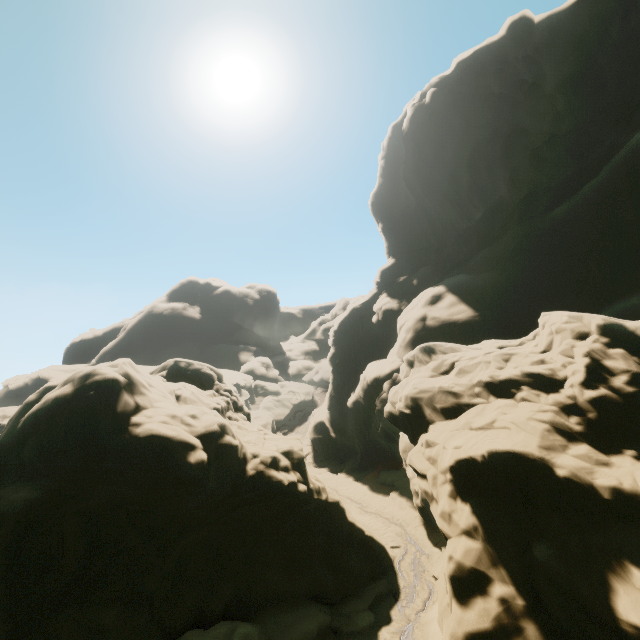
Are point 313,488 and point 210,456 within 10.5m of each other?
yes
